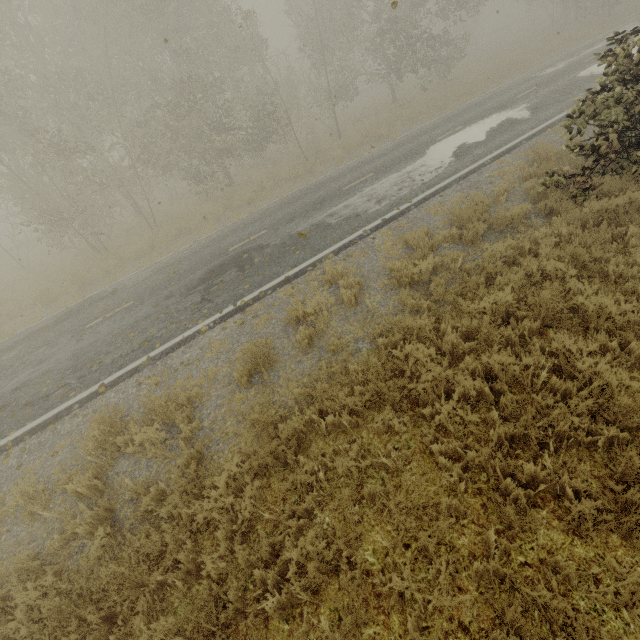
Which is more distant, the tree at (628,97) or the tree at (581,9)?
the tree at (581,9)

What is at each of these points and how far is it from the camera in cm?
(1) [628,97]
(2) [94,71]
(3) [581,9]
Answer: (1) tree, 541
(2) tree, 1945
(3) tree, 2536

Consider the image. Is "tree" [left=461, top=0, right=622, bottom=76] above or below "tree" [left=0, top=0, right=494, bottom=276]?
below

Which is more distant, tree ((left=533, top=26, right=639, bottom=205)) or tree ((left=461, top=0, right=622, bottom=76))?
tree ((left=461, top=0, right=622, bottom=76))

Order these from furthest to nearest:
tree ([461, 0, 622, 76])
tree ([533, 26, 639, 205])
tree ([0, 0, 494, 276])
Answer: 1. tree ([461, 0, 622, 76])
2. tree ([0, 0, 494, 276])
3. tree ([533, 26, 639, 205])

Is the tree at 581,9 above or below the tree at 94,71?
below

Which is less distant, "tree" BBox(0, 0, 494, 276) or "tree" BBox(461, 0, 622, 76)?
"tree" BBox(0, 0, 494, 276)
